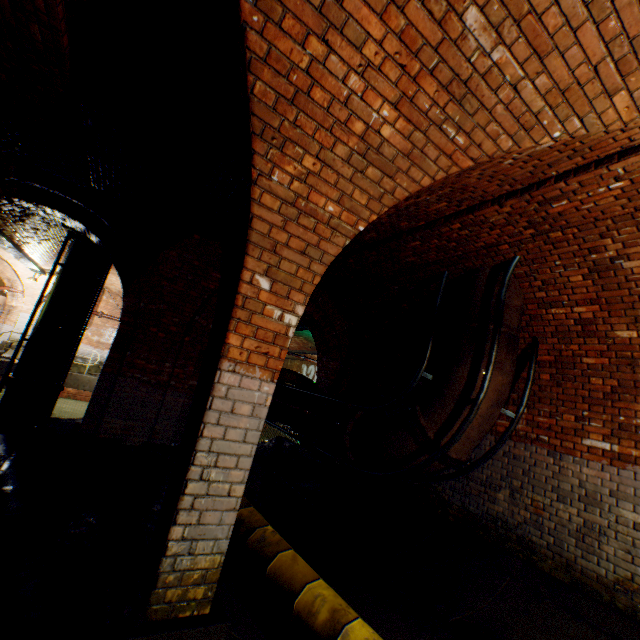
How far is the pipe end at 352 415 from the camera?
6.17m

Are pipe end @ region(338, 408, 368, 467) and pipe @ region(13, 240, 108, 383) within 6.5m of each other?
no

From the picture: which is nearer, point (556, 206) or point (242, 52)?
point (242, 52)

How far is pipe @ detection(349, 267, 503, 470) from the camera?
4.6 meters

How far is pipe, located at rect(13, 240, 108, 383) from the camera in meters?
8.4

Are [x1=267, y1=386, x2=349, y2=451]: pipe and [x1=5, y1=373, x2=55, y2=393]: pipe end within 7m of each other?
yes

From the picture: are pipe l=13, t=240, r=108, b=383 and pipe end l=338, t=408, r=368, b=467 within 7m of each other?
no

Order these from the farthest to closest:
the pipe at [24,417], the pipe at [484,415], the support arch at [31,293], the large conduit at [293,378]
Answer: the support arch at [31,293]
the large conduit at [293,378]
the pipe at [24,417]
the pipe at [484,415]
